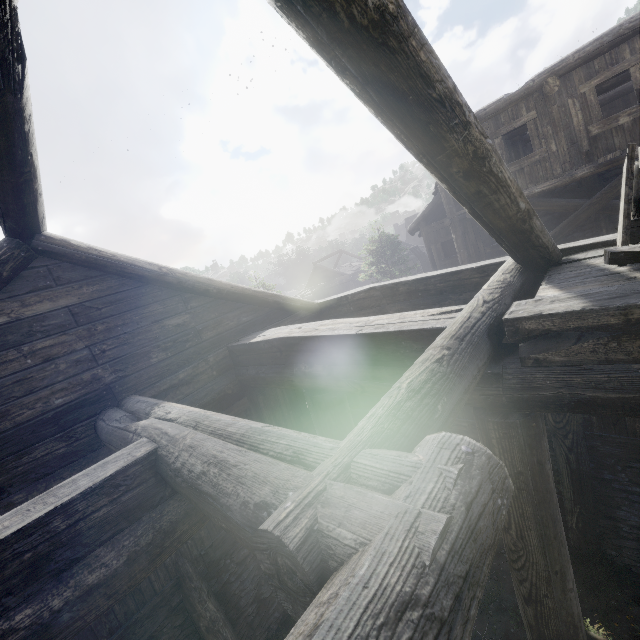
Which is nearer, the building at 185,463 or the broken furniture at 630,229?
the building at 185,463

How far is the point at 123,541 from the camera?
2.2m

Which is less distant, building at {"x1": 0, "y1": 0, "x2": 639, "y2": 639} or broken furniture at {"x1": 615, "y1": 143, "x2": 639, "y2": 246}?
building at {"x1": 0, "y1": 0, "x2": 639, "y2": 639}
